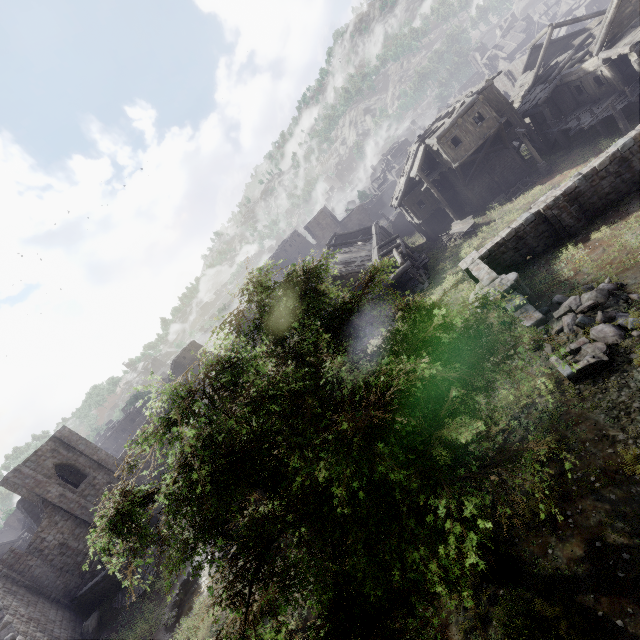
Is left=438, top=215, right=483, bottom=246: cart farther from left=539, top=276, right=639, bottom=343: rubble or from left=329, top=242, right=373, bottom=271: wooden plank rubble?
left=539, top=276, right=639, bottom=343: rubble

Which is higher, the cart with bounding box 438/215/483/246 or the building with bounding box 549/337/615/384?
the building with bounding box 549/337/615/384

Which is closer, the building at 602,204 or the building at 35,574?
the building at 602,204

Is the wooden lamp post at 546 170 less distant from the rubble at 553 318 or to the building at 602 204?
the building at 602 204

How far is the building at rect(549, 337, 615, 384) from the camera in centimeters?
1046cm

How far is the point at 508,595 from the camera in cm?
788

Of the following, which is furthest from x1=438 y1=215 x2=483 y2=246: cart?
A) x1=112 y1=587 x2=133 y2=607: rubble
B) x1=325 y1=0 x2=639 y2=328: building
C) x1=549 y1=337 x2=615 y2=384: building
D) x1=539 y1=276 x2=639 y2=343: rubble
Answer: x1=112 y1=587 x2=133 y2=607: rubble

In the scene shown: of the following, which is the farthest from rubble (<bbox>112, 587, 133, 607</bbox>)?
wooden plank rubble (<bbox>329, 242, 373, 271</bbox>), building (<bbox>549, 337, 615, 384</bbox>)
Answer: building (<bbox>549, 337, 615, 384</bbox>)
